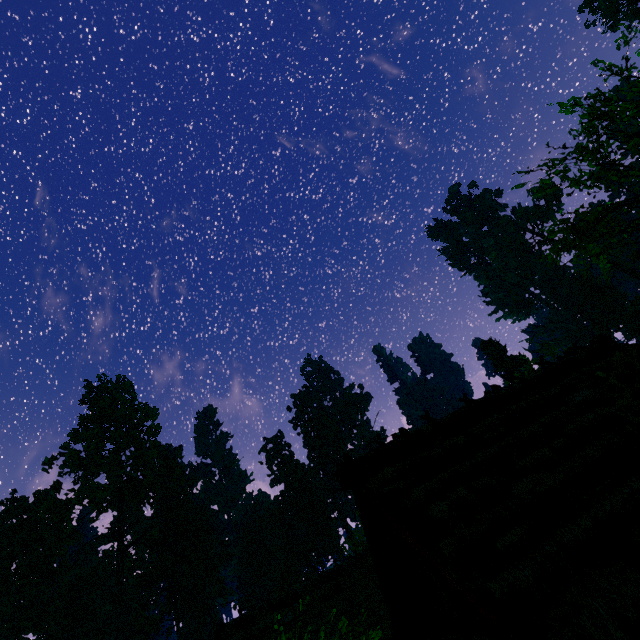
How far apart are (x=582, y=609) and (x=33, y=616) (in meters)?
63.72

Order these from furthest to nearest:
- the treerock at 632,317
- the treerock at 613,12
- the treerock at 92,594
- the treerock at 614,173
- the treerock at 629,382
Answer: the treerock at 632,317 < the treerock at 92,594 < the treerock at 613,12 < the treerock at 614,173 < the treerock at 629,382

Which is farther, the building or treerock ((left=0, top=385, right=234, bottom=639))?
treerock ((left=0, top=385, right=234, bottom=639))

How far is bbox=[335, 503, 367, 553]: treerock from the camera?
29.58m

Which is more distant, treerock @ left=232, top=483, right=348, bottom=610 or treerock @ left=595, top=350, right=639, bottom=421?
treerock @ left=232, top=483, right=348, bottom=610

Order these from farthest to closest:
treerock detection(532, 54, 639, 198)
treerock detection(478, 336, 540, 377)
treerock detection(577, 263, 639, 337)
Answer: treerock detection(577, 263, 639, 337)
treerock detection(478, 336, 540, 377)
treerock detection(532, 54, 639, 198)

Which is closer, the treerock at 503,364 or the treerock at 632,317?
the treerock at 503,364

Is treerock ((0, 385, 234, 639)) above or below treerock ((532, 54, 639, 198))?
above
